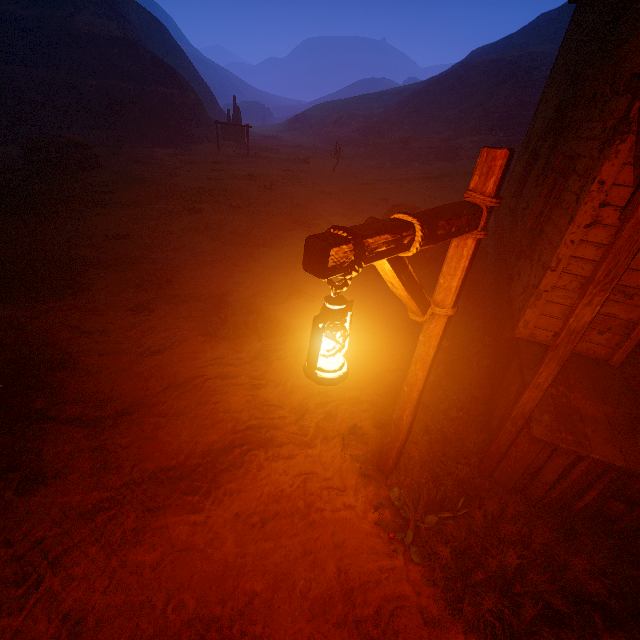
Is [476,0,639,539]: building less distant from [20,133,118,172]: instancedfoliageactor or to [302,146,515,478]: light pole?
[302,146,515,478]: light pole

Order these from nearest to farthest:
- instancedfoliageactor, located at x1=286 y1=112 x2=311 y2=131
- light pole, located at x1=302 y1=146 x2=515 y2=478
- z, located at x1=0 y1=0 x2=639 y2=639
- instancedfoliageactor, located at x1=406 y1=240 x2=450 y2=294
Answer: light pole, located at x1=302 y1=146 x2=515 y2=478, z, located at x1=0 y1=0 x2=639 y2=639, instancedfoliageactor, located at x1=406 y1=240 x2=450 y2=294, instancedfoliageactor, located at x1=286 y1=112 x2=311 y2=131

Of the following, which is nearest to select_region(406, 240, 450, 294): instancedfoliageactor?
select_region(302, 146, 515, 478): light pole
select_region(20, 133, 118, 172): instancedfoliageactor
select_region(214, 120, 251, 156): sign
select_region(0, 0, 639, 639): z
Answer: select_region(0, 0, 639, 639): z

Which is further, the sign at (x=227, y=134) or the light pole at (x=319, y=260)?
the sign at (x=227, y=134)

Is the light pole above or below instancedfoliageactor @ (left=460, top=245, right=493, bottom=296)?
above

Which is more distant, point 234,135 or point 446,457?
point 234,135

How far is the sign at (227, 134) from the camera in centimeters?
2480cm

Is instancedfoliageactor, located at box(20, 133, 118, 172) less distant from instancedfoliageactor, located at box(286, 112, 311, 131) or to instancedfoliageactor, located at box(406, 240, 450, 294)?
instancedfoliageactor, located at box(406, 240, 450, 294)
